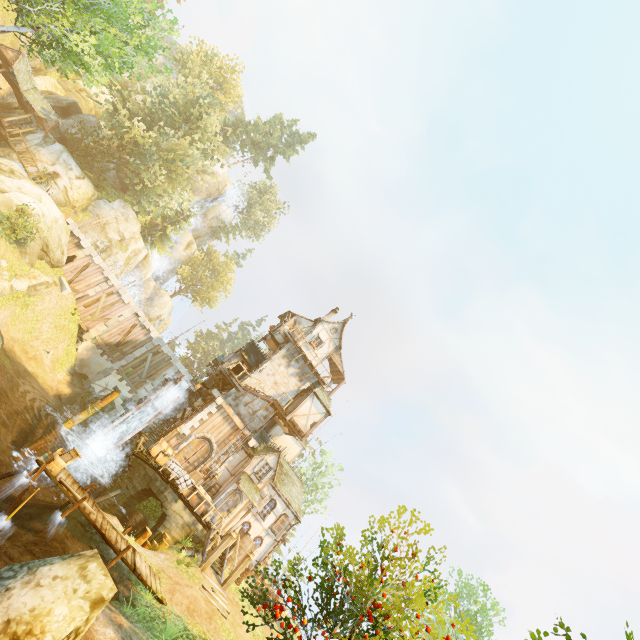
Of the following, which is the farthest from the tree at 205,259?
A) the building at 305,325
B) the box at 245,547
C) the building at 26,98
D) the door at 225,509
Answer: the door at 225,509

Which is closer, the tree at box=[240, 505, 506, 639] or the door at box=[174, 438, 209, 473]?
the tree at box=[240, 505, 506, 639]

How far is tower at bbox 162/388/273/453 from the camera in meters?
22.5 m

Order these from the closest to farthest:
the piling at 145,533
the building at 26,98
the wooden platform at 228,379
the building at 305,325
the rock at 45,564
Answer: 1. the rock at 45,564
2. the piling at 145,533
3. the wooden platform at 228,379
4. the building at 26,98
5. the building at 305,325

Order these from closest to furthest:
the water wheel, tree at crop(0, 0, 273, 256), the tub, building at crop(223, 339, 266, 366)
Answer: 1. the tub
2. tree at crop(0, 0, 273, 256)
3. the water wheel
4. building at crop(223, 339, 266, 366)

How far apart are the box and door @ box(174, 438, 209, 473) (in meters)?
5.10

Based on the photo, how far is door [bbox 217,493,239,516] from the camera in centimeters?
2202cm

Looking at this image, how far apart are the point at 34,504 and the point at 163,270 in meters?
47.9 m
